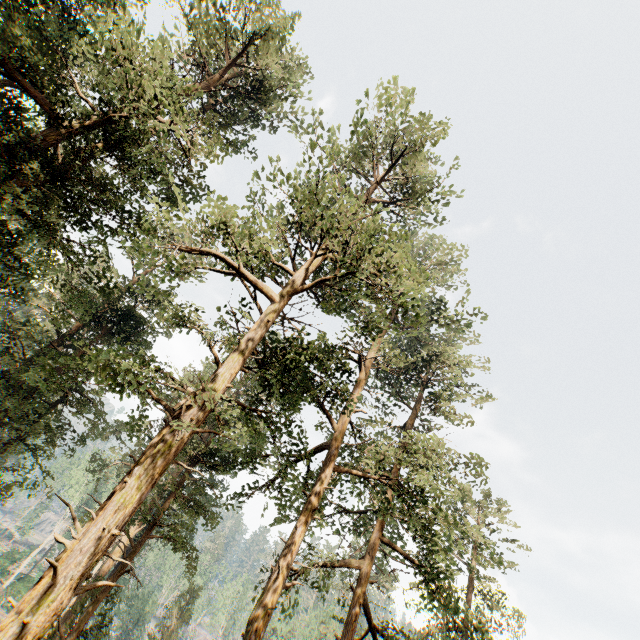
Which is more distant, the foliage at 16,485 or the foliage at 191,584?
the foliage at 191,584

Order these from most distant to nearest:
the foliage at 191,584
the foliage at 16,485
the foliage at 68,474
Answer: the foliage at 191,584 → the foliage at 16,485 → the foliage at 68,474

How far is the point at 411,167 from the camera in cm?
1784

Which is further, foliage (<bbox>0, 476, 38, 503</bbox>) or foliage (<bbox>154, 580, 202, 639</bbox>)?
foliage (<bbox>154, 580, 202, 639</bbox>)

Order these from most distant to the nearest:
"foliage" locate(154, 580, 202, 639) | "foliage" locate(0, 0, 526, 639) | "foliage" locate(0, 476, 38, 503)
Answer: "foliage" locate(154, 580, 202, 639), "foliage" locate(0, 476, 38, 503), "foliage" locate(0, 0, 526, 639)
